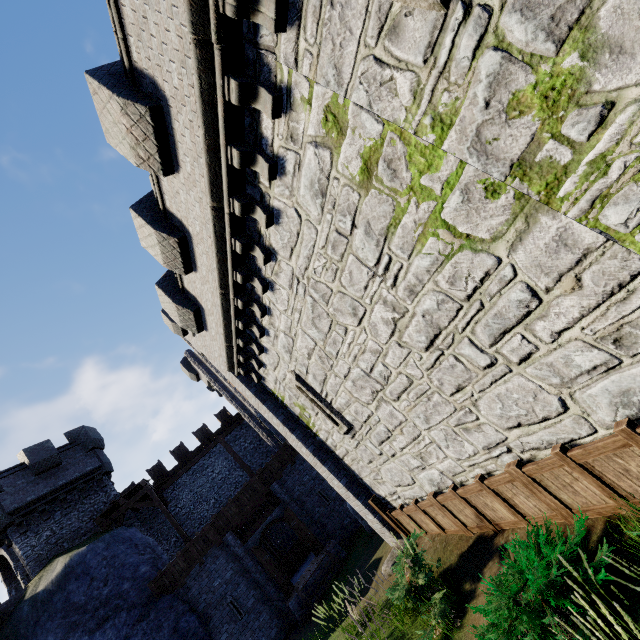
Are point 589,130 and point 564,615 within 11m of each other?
yes

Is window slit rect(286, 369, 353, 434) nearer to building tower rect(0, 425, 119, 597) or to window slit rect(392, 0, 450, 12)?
window slit rect(392, 0, 450, 12)

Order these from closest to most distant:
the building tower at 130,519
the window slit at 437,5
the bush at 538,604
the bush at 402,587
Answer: the window slit at 437,5 < the bush at 538,604 < the bush at 402,587 < the building tower at 130,519

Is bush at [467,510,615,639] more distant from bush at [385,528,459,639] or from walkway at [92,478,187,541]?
walkway at [92,478,187,541]

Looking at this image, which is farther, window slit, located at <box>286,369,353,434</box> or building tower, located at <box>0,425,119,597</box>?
building tower, located at <box>0,425,119,597</box>

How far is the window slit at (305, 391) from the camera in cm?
899

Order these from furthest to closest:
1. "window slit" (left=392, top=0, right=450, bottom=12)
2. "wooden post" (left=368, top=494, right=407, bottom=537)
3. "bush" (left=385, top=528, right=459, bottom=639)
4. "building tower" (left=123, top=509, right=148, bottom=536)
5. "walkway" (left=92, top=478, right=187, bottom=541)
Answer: "building tower" (left=123, top=509, right=148, bottom=536) → "walkway" (left=92, top=478, right=187, bottom=541) → "wooden post" (left=368, top=494, right=407, bottom=537) → "bush" (left=385, top=528, right=459, bottom=639) → "window slit" (left=392, top=0, right=450, bottom=12)

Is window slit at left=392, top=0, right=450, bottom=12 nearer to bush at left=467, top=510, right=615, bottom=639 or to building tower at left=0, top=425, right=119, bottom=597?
bush at left=467, top=510, right=615, bottom=639
